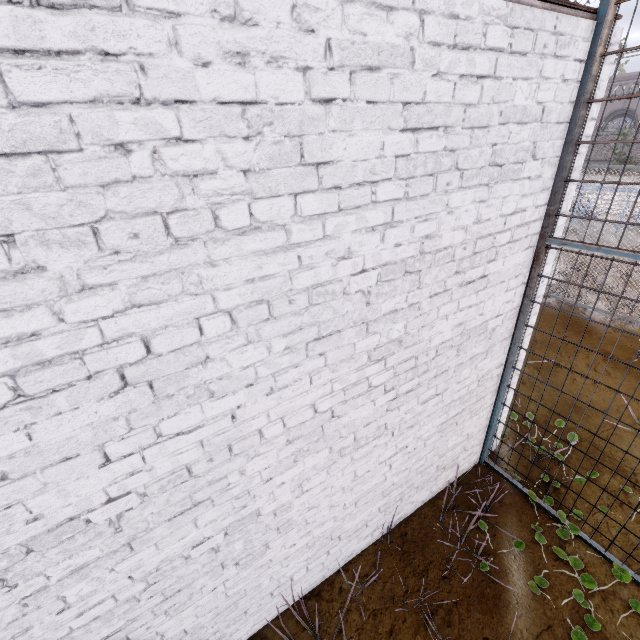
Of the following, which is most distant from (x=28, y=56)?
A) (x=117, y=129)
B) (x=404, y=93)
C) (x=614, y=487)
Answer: (x=614, y=487)
